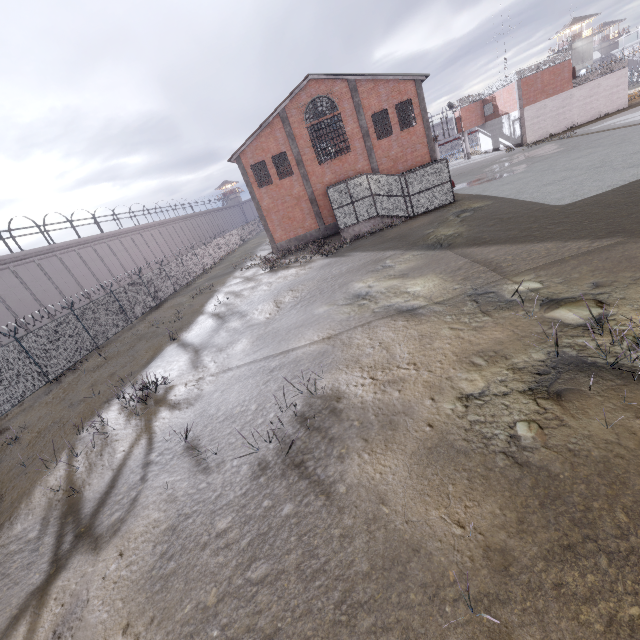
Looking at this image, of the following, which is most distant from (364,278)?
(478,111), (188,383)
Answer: (478,111)
